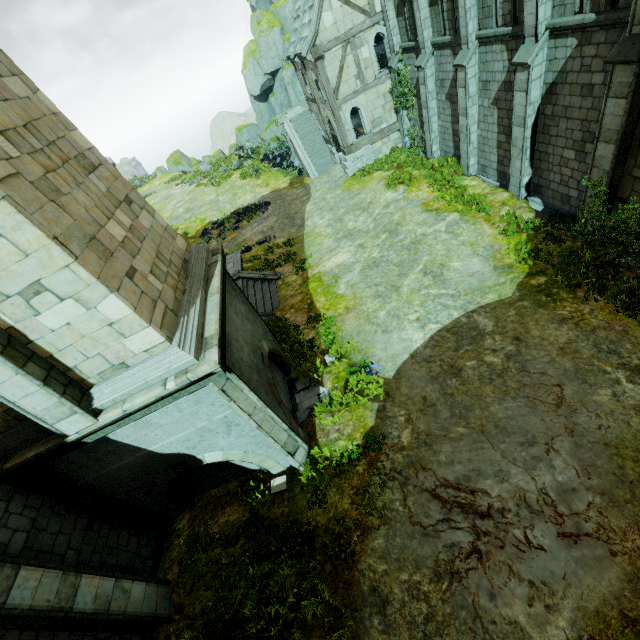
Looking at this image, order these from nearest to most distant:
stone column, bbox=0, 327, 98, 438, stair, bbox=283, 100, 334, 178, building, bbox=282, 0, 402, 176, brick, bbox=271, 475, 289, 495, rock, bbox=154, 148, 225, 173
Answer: stone column, bbox=0, 327, 98, 438, brick, bbox=271, 475, 289, 495, building, bbox=282, 0, 402, 176, stair, bbox=283, 100, 334, 178, rock, bbox=154, 148, 225, 173

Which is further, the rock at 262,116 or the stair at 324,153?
the rock at 262,116

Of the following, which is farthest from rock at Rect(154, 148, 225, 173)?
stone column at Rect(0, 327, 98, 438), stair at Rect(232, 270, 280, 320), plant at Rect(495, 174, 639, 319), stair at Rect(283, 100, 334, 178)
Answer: stone column at Rect(0, 327, 98, 438)

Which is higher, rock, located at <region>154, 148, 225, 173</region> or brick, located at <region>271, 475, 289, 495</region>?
rock, located at <region>154, 148, 225, 173</region>

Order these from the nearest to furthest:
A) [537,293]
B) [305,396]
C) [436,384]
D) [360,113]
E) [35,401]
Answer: [35,401]
[436,384]
[537,293]
[305,396]
[360,113]

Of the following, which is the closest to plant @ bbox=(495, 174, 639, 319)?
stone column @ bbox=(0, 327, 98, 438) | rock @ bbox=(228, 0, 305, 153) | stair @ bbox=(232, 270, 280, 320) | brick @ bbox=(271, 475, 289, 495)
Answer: brick @ bbox=(271, 475, 289, 495)

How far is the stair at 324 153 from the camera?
26.4m
